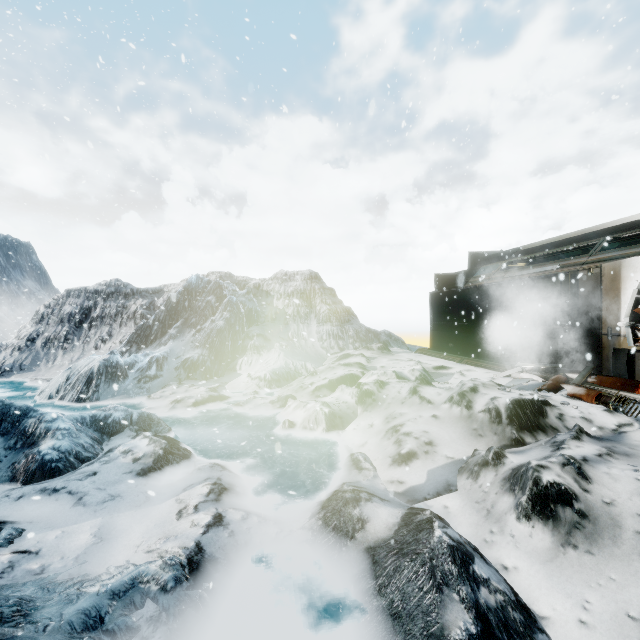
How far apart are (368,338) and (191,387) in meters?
9.7
